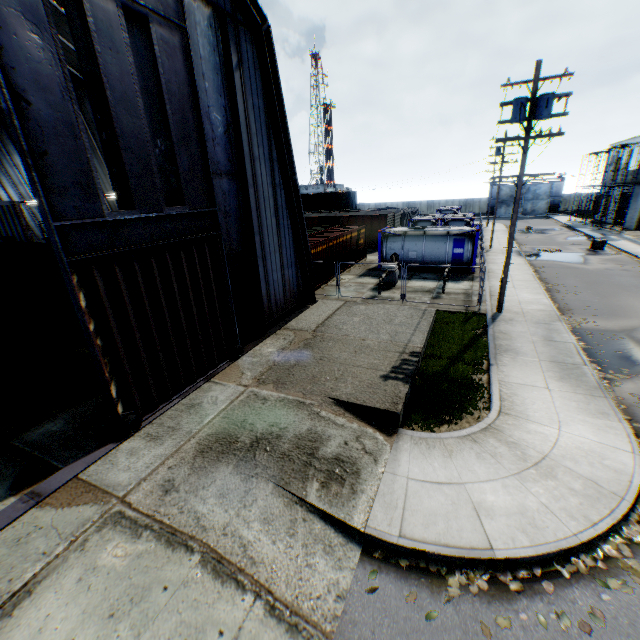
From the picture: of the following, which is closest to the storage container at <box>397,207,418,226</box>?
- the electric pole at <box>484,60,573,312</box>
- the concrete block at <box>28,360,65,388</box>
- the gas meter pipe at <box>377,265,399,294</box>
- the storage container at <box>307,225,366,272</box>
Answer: the electric pole at <box>484,60,573,312</box>

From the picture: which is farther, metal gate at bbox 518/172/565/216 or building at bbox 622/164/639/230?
metal gate at bbox 518/172/565/216

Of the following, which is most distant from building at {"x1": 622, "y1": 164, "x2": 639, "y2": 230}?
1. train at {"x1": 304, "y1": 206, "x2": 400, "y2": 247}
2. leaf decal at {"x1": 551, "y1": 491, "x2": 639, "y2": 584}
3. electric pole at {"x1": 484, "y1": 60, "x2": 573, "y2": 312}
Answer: leaf decal at {"x1": 551, "y1": 491, "x2": 639, "y2": 584}

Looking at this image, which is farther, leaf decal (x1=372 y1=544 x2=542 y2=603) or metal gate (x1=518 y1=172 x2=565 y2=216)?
metal gate (x1=518 y1=172 x2=565 y2=216)

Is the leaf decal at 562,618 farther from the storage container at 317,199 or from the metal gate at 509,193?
the metal gate at 509,193

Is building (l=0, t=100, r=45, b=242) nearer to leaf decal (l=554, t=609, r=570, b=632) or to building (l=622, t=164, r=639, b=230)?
leaf decal (l=554, t=609, r=570, b=632)

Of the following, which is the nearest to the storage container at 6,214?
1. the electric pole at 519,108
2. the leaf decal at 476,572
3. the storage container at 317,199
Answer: the leaf decal at 476,572

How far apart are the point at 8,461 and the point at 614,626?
11.8m
